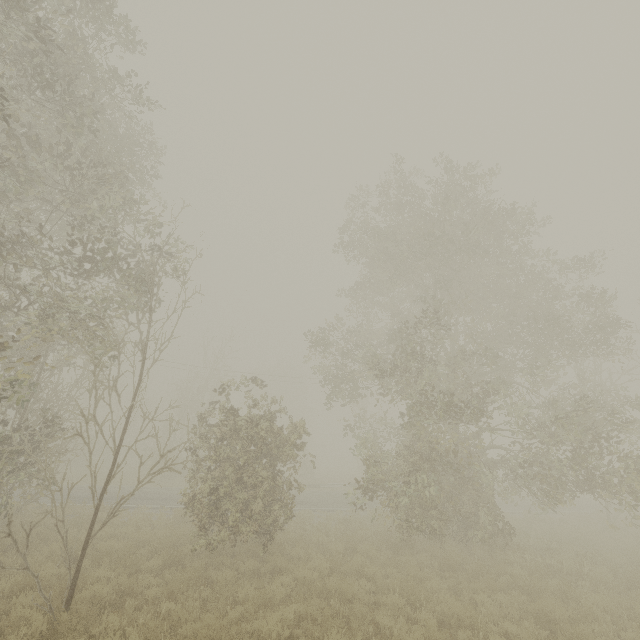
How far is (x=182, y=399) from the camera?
59.91m
